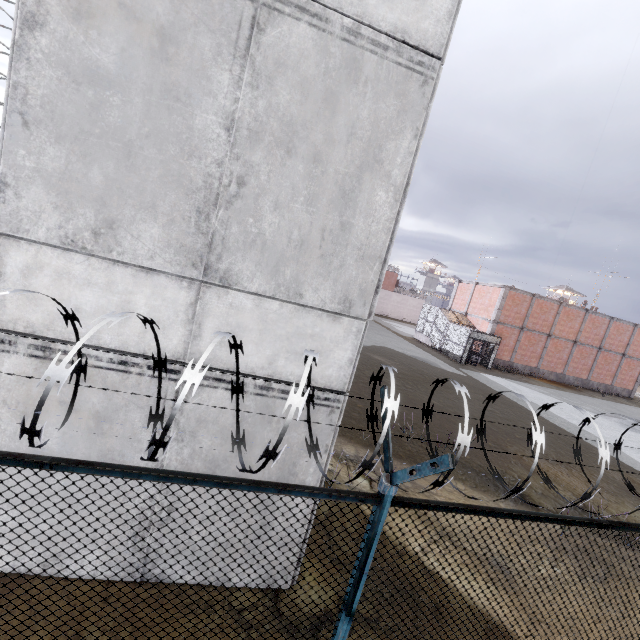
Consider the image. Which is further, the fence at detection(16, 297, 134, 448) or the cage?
the cage

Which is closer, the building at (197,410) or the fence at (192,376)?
the fence at (192,376)

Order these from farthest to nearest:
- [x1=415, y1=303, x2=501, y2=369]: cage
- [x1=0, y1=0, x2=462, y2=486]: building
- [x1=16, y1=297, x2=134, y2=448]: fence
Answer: [x1=415, y1=303, x2=501, y2=369]: cage
[x1=0, y1=0, x2=462, y2=486]: building
[x1=16, y1=297, x2=134, y2=448]: fence

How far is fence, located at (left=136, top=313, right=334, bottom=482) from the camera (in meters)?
1.47

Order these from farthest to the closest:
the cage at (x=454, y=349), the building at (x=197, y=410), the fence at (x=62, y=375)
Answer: the cage at (x=454, y=349), the building at (x=197, y=410), the fence at (x=62, y=375)

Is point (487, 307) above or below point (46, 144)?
above

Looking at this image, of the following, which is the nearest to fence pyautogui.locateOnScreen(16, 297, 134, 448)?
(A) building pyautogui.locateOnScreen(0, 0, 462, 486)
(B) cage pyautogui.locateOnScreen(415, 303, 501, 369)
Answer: (A) building pyautogui.locateOnScreen(0, 0, 462, 486)

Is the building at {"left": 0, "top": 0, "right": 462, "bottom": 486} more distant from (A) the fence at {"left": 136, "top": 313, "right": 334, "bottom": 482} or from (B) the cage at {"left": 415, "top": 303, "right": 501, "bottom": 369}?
(B) the cage at {"left": 415, "top": 303, "right": 501, "bottom": 369}
